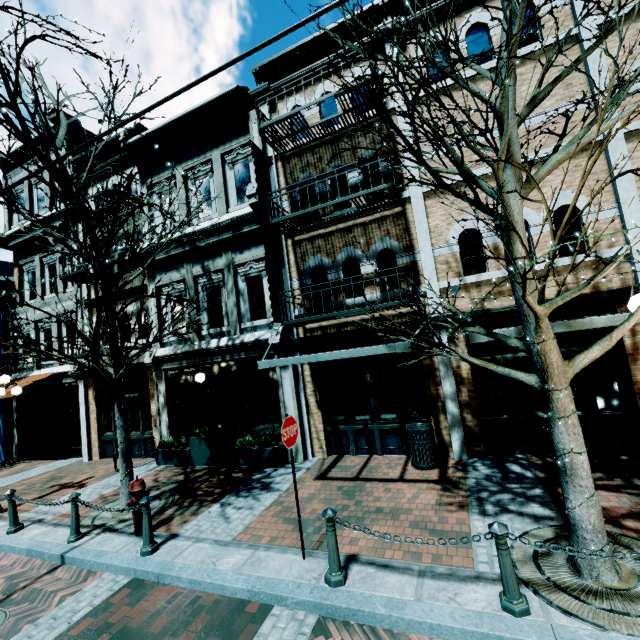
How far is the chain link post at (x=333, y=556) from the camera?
4.00m

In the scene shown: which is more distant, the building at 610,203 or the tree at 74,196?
the building at 610,203

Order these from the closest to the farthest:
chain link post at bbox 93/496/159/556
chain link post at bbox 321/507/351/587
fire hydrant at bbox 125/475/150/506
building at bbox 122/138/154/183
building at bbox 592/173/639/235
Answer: chain link post at bbox 321/507/351/587 → chain link post at bbox 93/496/159/556 → fire hydrant at bbox 125/475/150/506 → building at bbox 592/173/639/235 → building at bbox 122/138/154/183

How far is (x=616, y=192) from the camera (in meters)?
6.65

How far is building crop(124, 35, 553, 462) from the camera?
7.70m

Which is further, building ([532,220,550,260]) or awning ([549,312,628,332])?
building ([532,220,550,260])

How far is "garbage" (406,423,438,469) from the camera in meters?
7.2

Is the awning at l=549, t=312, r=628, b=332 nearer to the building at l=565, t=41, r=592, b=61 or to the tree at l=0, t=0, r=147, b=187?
the building at l=565, t=41, r=592, b=61
